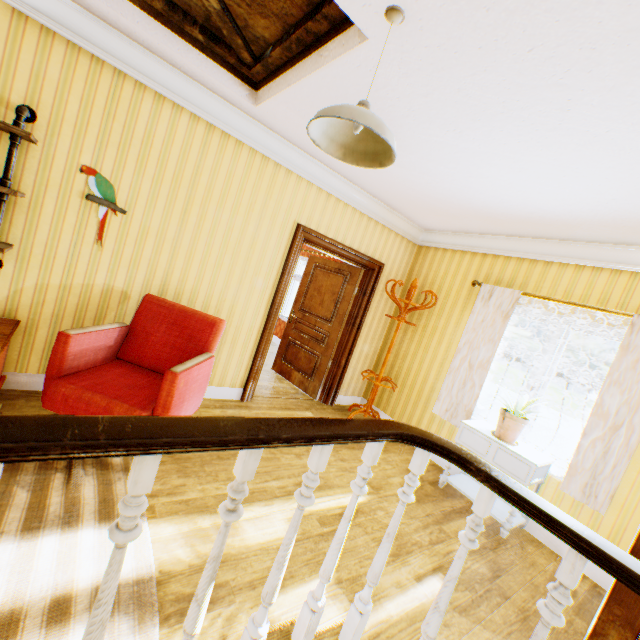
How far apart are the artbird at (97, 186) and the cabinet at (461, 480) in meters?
4.1 m

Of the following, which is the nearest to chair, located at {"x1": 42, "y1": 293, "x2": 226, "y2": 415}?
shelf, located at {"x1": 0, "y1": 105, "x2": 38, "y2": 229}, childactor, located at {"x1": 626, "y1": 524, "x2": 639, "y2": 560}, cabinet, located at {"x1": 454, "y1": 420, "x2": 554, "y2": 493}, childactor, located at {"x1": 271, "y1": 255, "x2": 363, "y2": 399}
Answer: shelf, located at {"x1": 0, "y1": 105, "x2": 38, "y2": 229}

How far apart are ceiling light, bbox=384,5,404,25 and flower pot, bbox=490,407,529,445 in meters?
3.4

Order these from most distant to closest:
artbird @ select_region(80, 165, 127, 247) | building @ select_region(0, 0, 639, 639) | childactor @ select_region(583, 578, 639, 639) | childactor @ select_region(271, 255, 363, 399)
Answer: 1. childactor @ select_region(271, 255, 363, 399)
2. artbird @ select_region(80, 165, 127, 247)
3. childactor @ select_region(583, 578, 639, 639)
4. building @ select_region(0, 0, 639, 639)

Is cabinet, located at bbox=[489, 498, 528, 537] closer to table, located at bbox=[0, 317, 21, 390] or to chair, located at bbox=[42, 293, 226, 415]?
chair, located at bbox=[42, 293, 226, 415]

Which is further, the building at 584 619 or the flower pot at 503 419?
the flower pot at 503 419

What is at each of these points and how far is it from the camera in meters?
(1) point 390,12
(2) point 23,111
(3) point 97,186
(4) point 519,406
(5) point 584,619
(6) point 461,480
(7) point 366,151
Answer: (1) ceiling light, 1.6 m
(2) shelf, 2.3 m
(3) artbird, 2.8 m
(4) plant, 3.4 m
(5) building, 2.5 m
(6) cabinet, 3.8 m
(7) ceiling light, 1.9 m

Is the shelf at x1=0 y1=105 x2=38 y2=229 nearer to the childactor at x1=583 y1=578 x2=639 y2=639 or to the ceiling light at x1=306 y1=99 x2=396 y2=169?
the ceiling light at x1=306 y1=99 x2=396 y2=169
